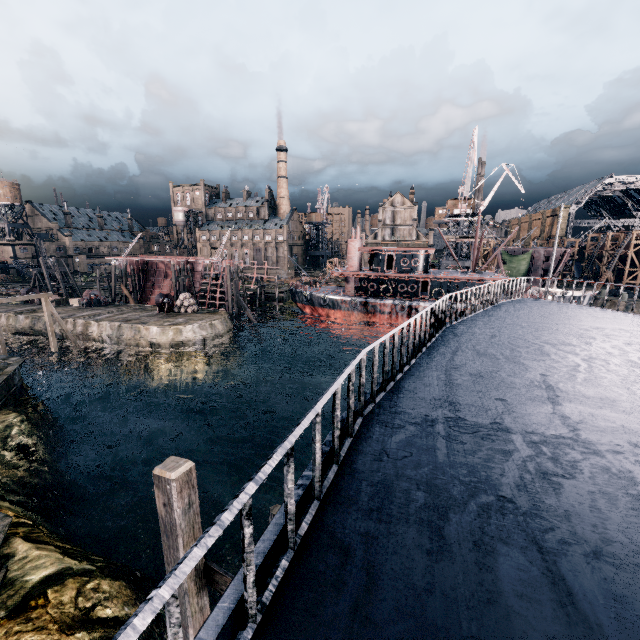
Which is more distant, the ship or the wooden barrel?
the wooden barrel

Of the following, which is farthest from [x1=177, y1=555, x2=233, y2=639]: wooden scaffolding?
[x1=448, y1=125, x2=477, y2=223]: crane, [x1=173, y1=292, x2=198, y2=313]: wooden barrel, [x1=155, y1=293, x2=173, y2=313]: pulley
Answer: [x1=448, y1=125, x2=477, y2=223]: crane

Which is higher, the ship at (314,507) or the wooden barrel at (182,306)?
the ship at (314,507)

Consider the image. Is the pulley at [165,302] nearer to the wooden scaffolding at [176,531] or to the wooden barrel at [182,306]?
the wooden barrel at [182,306]

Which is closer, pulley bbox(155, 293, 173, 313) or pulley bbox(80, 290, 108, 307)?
pulley bbox(155, 293, 173, 313)

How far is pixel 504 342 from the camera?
8.3m

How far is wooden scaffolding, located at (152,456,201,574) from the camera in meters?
5.0 m

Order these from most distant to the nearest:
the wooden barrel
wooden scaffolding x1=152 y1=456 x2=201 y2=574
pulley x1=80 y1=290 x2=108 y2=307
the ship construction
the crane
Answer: the ship construction
the crane
pulley x1=80 y1=290 x2=108 y2=307
the wooden barrel
wooden scaffolding x1=152 y1=456 x2=201 y2=574
